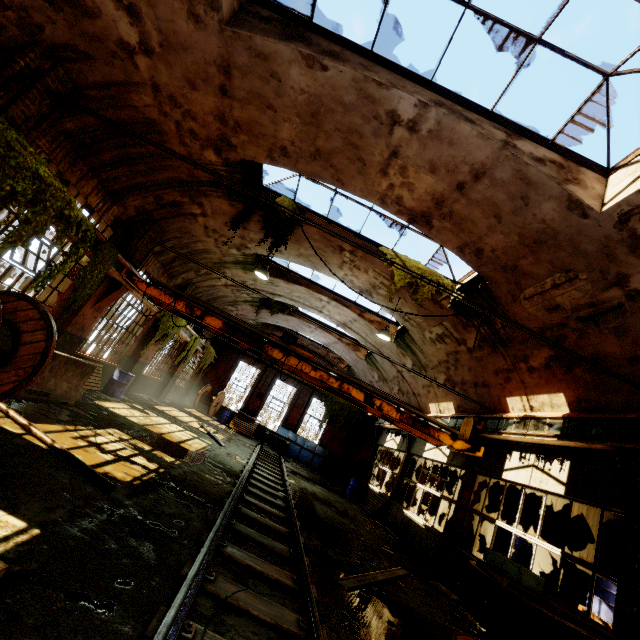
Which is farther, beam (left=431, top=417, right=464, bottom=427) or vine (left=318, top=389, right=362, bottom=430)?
vine (left=318, top=389, right=362, bottom=430)

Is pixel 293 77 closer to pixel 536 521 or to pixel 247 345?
pixel 247 345

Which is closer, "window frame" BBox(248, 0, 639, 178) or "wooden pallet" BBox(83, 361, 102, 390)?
"window frame" BBox(248, 0, 639, 178)

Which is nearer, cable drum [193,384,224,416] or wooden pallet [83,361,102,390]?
wooden pallet [83,361,102,390]

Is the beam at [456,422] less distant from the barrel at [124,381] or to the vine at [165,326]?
the vine at [165,326]

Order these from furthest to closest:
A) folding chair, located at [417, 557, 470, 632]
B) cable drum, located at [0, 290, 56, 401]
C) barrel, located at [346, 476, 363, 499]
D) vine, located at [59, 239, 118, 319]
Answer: barrel, located at [346, 476, 363, 499]
vine, located at [59, 239, 118, 319]
folding chair, located at [417, 557, 470, 632]
cable drum, located at [0, 290, 56, 401]

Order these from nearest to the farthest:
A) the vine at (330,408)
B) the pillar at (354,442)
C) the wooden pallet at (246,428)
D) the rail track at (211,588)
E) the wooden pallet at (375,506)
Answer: the rail track at (211,588)
the wooden pallet at (375,506)
the wooden pallet at (246,428)
the pillar at (354,442)
the vine at (330,408)

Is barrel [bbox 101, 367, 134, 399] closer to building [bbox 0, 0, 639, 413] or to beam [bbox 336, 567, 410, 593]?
building [bbox 0, 0, 639, 413]
